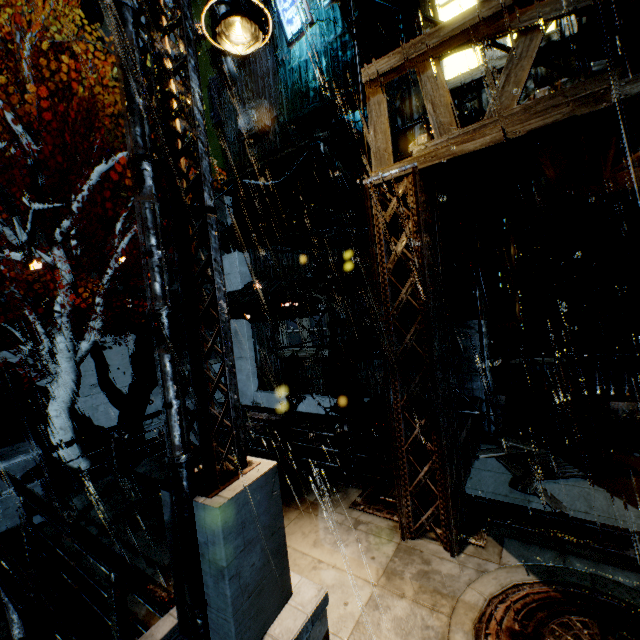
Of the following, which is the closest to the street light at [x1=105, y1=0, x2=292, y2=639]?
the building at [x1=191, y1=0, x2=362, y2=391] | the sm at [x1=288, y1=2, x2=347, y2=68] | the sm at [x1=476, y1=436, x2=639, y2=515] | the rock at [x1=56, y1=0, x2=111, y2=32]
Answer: the building at [x1=191, y1=0, x2=362, y2=391]

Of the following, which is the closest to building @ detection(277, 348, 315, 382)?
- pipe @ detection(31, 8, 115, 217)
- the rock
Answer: pipe @ detection(31, 8, 115, 217)

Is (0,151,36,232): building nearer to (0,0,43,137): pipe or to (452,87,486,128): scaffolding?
(452,87,486,128): scaffolding

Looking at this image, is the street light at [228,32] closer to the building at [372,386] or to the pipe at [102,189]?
the building at [372,386]

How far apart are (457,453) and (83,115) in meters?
24.7 m

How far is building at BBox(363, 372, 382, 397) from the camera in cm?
1455

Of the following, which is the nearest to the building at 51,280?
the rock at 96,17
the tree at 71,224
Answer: the tree at 71,224

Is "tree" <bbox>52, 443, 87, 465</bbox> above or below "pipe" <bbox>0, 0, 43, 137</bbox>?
below
